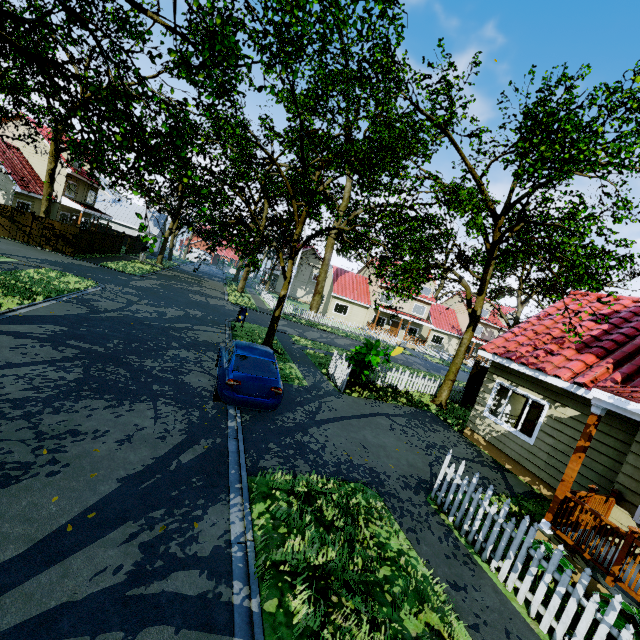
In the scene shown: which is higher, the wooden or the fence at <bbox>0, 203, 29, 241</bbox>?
the wooden

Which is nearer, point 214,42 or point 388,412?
point 214,42

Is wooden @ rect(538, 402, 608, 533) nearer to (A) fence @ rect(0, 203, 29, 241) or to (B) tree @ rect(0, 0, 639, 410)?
(B) tree @ rect(0, 0, 639, 410)

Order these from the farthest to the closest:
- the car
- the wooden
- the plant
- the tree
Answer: the plant < the car < the tree < the wooden

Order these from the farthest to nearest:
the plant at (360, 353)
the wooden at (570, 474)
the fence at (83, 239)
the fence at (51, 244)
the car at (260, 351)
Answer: the fence at (83, 239) < the fence at (51, 244) < the plant at (360, 353) < the car at (260, 351) < the wooden at (570, 474)

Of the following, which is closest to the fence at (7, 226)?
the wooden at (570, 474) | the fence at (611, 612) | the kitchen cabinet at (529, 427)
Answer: the kitchen cabinet at (529, 427)

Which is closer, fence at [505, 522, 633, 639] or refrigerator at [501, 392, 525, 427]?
fence at [505, 522, 633, 639]
